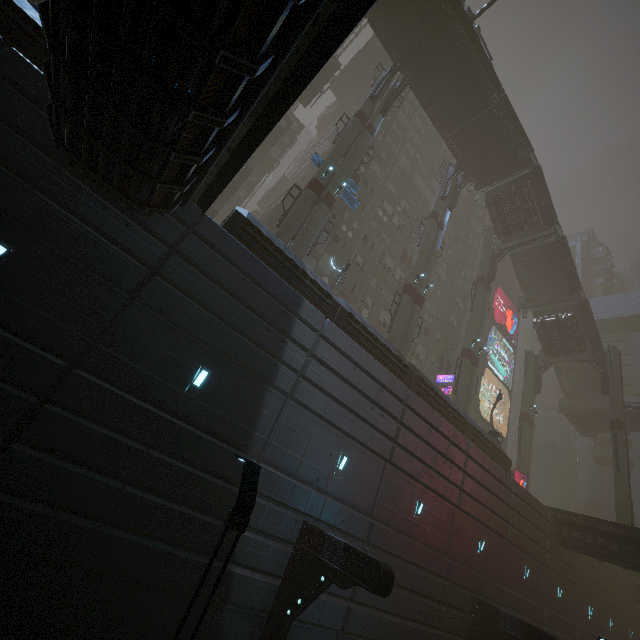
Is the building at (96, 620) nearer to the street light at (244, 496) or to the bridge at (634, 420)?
the street light at (244, 496)

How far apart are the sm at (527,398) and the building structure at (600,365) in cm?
431

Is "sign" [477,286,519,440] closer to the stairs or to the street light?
the stairs

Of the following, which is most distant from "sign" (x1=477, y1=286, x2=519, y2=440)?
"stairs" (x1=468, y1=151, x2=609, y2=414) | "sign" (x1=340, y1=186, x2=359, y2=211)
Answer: "sign" (x1=340, y1=186, x2=359, y2=211)

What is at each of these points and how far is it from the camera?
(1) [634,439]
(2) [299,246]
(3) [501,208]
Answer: (1) building, 44.3m
(2) sm, 18.7m
(3) bridge, 31.3m

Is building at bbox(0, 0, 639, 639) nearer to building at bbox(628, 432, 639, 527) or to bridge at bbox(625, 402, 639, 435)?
building at bbox(628, 432, 639, 527)

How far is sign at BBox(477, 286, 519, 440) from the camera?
41.2 meters

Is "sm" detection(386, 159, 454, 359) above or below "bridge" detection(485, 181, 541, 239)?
below
